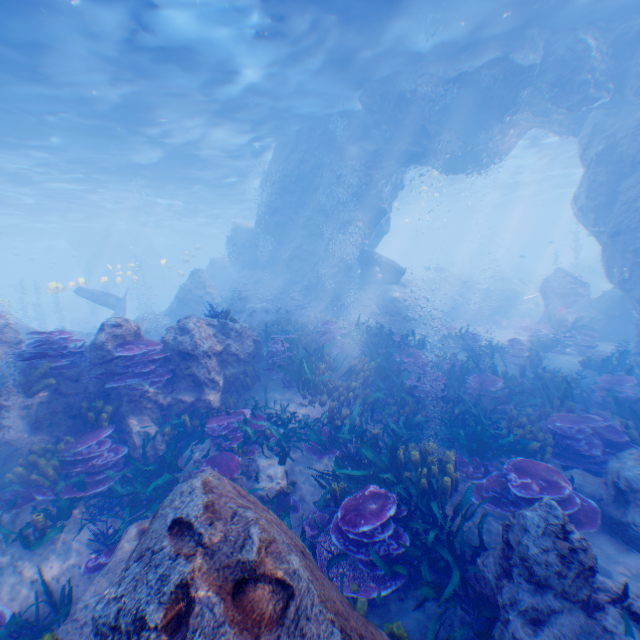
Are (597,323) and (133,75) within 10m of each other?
no

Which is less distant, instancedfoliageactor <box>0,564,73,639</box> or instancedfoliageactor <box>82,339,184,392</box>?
instancedfoliageactor <box>0,564,73,639</box>

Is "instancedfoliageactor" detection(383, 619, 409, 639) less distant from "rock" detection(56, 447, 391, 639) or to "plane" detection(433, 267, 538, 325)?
"rock" detection(56, 447, 391, 639)

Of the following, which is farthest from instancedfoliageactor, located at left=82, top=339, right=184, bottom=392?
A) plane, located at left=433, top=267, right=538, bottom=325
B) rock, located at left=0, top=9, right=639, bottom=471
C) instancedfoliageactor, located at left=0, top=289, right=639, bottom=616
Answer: plane, located at left=433, top=267, right=538, bottom=325

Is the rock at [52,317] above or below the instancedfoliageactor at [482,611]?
above

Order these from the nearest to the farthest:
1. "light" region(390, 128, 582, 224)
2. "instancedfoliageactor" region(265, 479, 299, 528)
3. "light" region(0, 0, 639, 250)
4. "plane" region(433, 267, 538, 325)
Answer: "instancedfoliageactor" region(265, 479, 299, 528), "light" region(0, 0, 639, 250), "plane" region(433, 267, 538, 325), "light" region(390, 128, 582, 224)

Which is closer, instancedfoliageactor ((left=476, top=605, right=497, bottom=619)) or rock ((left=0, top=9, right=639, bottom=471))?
instancedfoliageactor ((left=476, top=605, right=497, bottom=619))

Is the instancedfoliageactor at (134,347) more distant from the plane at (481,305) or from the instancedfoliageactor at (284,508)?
the plane at (481,305)
